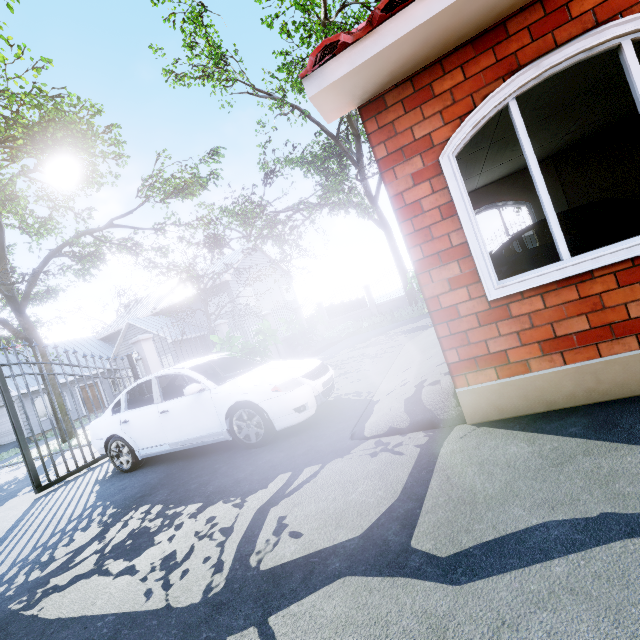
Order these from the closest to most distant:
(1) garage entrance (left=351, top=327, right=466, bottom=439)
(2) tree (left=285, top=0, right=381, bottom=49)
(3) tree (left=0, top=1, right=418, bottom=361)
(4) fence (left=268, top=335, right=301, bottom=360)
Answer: (1) garage entrance (left=351, top=327, right=466, bottom=439)
(3) tree (left=0, top=1, right=418, bottom=361)
(2) tree (left=285, top=0, right=381, bottom=49)
(4) fence (left=268, top=335, right=301, bottom=360)

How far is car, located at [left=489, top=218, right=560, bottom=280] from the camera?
5.61m

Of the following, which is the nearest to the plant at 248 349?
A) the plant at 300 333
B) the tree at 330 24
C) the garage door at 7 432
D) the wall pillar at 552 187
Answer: the plant at 300 333

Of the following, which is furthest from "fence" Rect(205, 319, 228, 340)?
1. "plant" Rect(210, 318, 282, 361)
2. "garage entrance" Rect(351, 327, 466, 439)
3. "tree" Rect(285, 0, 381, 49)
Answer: "garage entrance" Rect(351, 327, 466, 439)

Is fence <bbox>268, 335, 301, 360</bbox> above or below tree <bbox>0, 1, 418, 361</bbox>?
below

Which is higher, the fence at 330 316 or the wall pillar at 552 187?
the wall pillar at 552 187

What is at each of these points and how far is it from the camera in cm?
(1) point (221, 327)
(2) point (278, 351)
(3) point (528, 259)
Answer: (1) fence, 1160
(2) fence, 1467
(3) car, 573

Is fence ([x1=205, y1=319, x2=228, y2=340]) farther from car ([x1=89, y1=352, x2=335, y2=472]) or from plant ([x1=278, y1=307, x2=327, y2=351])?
car ([x1=89, y1=352, x2=335, y2=472])
